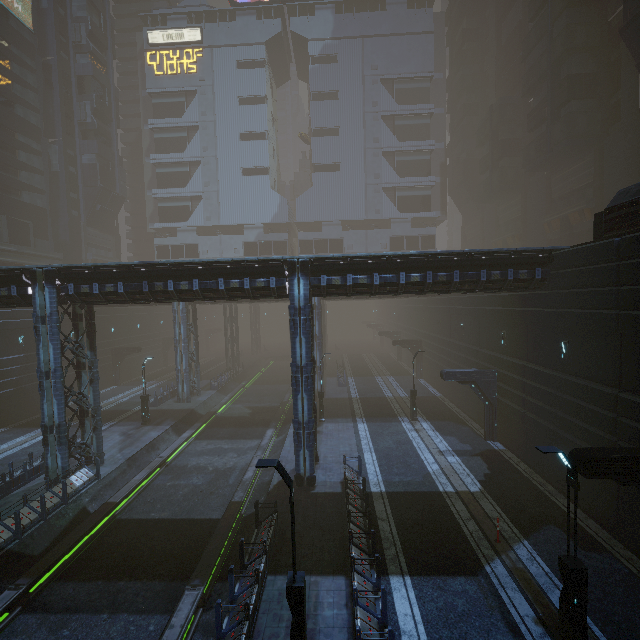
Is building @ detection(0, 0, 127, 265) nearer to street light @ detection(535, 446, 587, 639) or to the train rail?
the train rail

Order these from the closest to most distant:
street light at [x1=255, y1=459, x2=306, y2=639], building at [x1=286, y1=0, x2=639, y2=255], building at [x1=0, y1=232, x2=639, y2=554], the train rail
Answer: street light at [x1=255, y1=459, x2=306, y2=639]
the train rail
building at [x1=0, y1=232, x2=639, y2=554]
building at [x1=286, y1=0, x2=639, y2=255]

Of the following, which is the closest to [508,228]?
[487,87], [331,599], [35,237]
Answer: [487,87]

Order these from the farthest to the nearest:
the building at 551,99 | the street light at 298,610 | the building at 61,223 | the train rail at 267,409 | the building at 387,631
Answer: the building at 61,223, the building at 551,99, the train rail at 267,409, the building at 387,631, the street light at 298,610

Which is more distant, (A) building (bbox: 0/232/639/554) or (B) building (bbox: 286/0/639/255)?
(B) building (bbox: 286/0/639/255)

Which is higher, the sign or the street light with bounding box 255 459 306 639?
the sign

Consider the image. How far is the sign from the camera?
54.50m

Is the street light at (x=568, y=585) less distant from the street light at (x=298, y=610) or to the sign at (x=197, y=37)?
the street light at (x=298, y=610)
